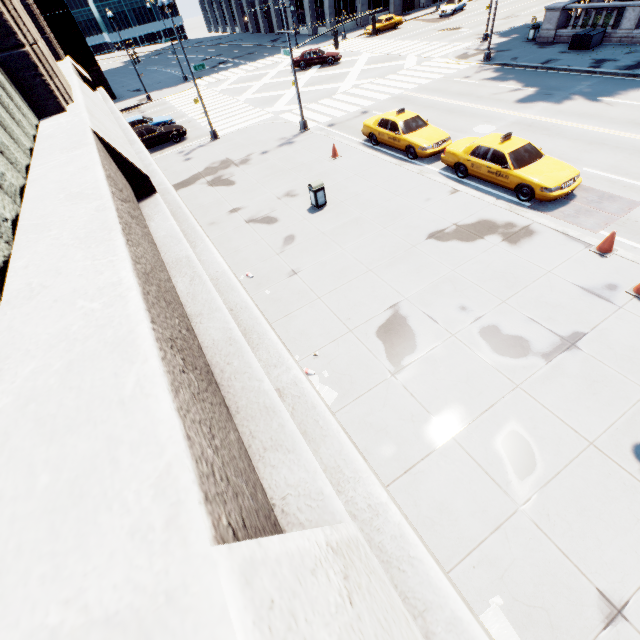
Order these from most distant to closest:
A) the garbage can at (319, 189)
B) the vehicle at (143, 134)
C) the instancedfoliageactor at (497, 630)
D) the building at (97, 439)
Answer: the vehicle at (143, 134) < the garbage can at (319, 189) < the instancedfoliageactor at (497, 630) < the building at (97, 439)

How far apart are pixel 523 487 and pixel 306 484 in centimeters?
625cm

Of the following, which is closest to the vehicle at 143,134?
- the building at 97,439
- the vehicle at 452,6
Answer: the building at 97,439

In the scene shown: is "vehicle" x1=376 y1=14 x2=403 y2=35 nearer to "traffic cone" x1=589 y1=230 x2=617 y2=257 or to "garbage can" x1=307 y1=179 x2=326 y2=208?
"garbage can" x1=307 y1=179 x2=326 y2=208

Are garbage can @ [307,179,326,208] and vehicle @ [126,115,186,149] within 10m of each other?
no

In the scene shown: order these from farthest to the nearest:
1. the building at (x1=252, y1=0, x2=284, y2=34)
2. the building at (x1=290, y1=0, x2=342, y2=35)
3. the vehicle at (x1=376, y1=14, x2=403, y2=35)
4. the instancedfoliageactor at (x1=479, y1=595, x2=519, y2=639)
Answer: the building at (x1=252, y1=0, x2=284, y2=34) < the building at (x1=290, y1=0, x2=342, y2=35) < the vehicle at (x1=376, y1=14, x2=403, y2=35) < the instancedfoliageactor at (x1=479, y1=595, x2=519, y2=639)

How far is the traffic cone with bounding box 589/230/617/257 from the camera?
9.1 meters

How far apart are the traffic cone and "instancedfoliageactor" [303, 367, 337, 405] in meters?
8.7 m
